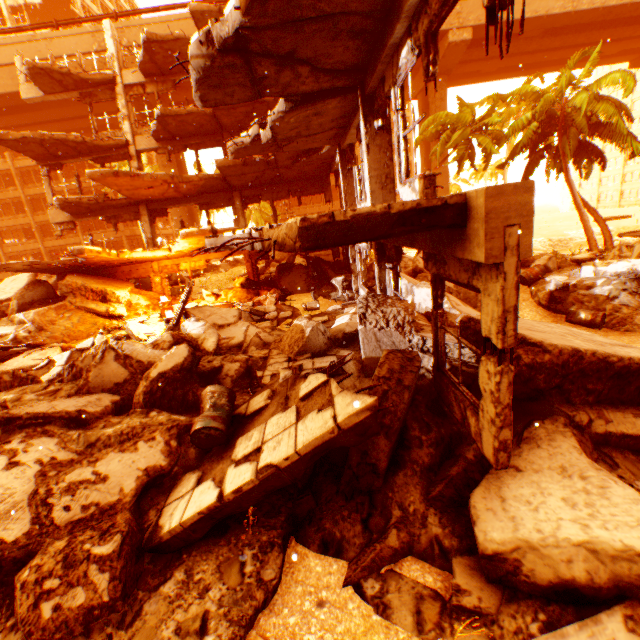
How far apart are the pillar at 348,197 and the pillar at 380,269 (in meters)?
4.52

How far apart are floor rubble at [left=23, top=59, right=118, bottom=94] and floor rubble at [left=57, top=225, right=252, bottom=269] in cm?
872

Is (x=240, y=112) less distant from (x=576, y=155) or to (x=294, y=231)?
(x=294, y=231)

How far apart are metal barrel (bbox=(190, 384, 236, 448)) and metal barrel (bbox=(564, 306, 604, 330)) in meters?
10.2

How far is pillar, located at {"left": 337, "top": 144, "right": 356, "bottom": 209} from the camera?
11.66m

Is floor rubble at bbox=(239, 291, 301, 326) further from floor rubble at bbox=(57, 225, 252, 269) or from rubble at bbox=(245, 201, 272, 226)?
rubble at bbox=(245, 201, 272, 226)

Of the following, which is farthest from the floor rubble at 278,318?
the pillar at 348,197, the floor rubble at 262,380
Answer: Result: the floor rubble at 262,380

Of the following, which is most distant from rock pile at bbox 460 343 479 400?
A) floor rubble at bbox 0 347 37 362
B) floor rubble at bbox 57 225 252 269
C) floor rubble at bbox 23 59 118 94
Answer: floor rubble at bbox 23 59 118 94
